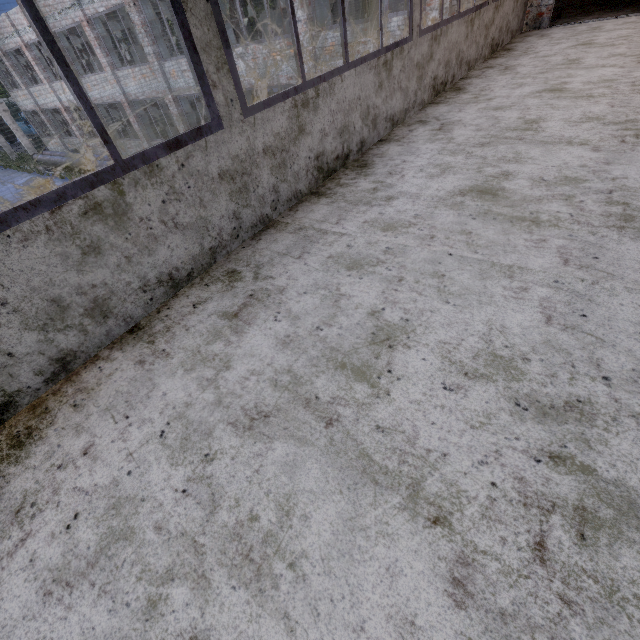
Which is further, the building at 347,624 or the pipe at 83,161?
the pipe at 83,161

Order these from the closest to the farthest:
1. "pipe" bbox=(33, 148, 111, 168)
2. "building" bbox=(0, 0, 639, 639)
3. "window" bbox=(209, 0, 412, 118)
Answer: "building" bbox=(0, 0, 639, 639) < "window" bbox=(209, 0, 412, 118) < "pipe" bbox=(33, 148, 111, 168)

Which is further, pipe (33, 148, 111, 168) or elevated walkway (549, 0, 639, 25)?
pipe (33, 148, 111, 168)

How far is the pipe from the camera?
21.5m

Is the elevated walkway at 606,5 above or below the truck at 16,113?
above

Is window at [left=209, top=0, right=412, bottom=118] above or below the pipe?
above

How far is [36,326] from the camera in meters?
1.7 m

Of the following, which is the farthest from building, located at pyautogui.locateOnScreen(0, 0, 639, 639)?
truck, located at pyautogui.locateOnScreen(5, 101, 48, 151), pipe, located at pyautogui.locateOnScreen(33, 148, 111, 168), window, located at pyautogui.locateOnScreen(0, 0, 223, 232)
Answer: truck, located at pyautogui.locateOnScreen(5, 101, 48, 151)
